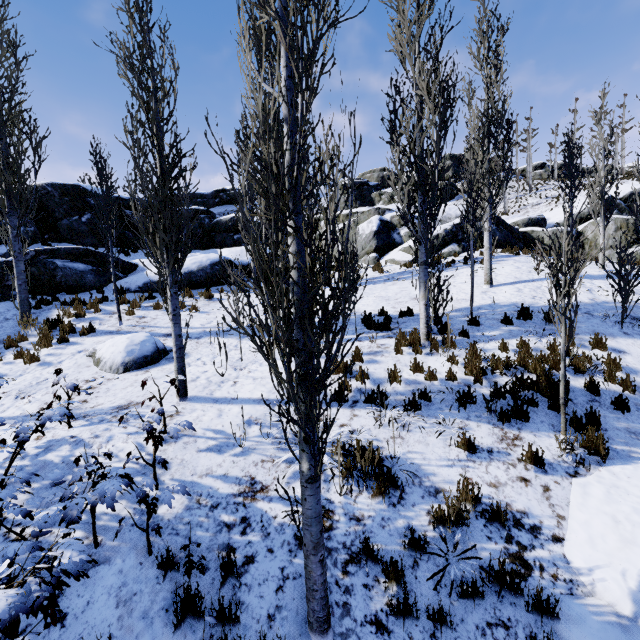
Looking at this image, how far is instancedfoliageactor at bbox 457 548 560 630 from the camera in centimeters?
337cm

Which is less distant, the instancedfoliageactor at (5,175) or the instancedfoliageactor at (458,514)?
the instancedfoliageactor at (458,514)

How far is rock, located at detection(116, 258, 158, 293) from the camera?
13.7m

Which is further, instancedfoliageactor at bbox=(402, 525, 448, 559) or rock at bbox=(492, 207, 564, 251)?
rock at bbox=(492, 207, 564, 251)

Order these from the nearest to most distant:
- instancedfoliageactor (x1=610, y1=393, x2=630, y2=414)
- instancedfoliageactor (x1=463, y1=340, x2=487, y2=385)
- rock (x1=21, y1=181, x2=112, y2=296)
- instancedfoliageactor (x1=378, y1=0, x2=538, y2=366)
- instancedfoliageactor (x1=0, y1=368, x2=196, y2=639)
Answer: instancedfoliageactor (x1=0, y1=368, x2=196, y2=639)
instancedfoliageactor (x1=610, y1=393, x2=630, y2=414)
instancedfoliageactor (x1=463, y1=340, x2=487, y2=385)
instancedfoliageactor (x1=378, y1=0, x2=538, y2=366)
rock (x1=21, y1=181, x2=112, y2=296)

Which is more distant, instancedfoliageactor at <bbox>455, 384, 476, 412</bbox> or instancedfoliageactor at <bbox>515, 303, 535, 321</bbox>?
instancedfoliageactor at <bbox>515, 303, 535, 321</bbox>

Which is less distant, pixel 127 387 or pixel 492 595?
pixel 492 595

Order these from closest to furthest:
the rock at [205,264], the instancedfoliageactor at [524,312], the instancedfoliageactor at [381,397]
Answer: the instancedfoliageactor at [381,397]
the instancedfoliageactor at [524,312]
the rock at [205,264]
